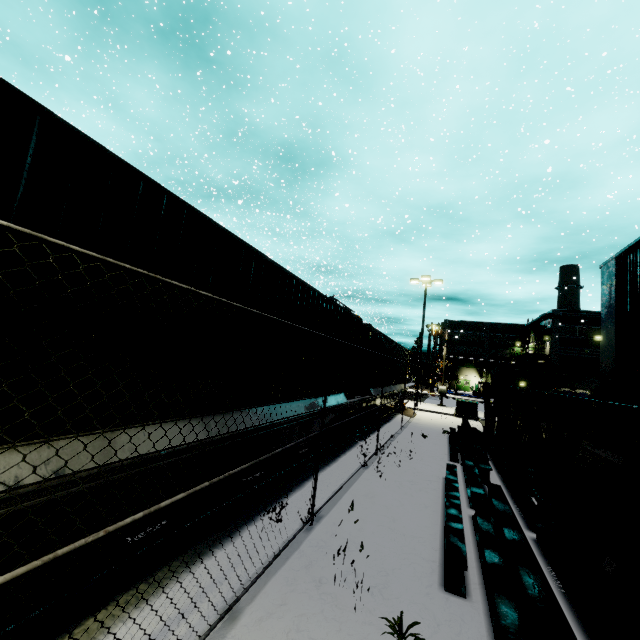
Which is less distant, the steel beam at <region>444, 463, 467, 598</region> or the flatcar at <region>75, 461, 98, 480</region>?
the flatcar at <region>75, 461, 98, 480</region>

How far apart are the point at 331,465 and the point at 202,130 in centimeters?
6849cm

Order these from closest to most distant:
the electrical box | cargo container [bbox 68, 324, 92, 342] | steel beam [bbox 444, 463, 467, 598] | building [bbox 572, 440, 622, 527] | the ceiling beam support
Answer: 1. cargo container [bbox 68, 324, 92, 342]
2. the ceiling beam support
3. steel beam [bbox 444, 463, 467, 598]
4. building [bbox 572, 440, 622, 527]
5. the electrical box

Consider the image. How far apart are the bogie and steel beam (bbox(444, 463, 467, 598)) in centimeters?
285cm

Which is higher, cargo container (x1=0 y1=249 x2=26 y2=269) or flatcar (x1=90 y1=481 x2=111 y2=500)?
cargo container (x1=0 y1=249 x2=26 y2=269)

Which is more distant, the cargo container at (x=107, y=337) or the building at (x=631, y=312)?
the building at (x=631, y=312)

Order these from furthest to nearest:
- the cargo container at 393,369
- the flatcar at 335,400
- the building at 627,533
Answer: the cargo container at 393,369 → the flatcar at 335,400 → the building at 627,533

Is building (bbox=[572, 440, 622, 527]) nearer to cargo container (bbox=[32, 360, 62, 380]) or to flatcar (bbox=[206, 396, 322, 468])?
cargo container (bbox=[32, 360, 62, 380])
